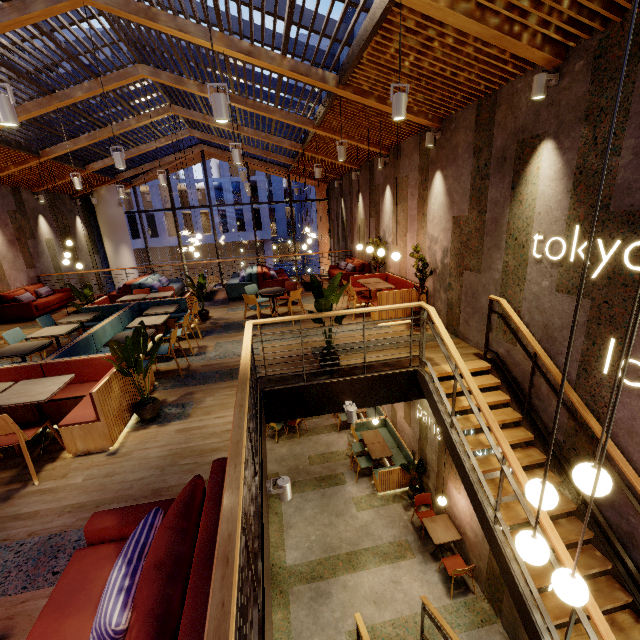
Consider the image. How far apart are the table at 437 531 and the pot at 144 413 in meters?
6.5 m

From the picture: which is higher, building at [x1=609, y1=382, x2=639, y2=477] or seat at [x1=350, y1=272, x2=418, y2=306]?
seat at [x1=350, y1=272, x2=418, y2=306]

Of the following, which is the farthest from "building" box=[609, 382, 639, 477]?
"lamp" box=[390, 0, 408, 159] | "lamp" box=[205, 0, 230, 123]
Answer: "lamp" box=[205, 0, 230, 123]

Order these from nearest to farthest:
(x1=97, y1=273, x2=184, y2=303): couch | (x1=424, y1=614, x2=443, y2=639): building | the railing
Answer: the railing → (x1=424, y1=614, x2=443, y2=639): building → (x1=97, y1=273, x2=184, y2=303): couch

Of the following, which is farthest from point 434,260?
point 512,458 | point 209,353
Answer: point 209,353

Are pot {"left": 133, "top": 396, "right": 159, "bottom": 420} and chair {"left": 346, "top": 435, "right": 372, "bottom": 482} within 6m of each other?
no

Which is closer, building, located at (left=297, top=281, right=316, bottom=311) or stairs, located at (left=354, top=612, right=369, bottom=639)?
stairs, located at (left=354, top=612, right=369, bottom=639)

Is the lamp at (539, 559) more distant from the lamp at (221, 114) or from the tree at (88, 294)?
the tree at (88, 294)
